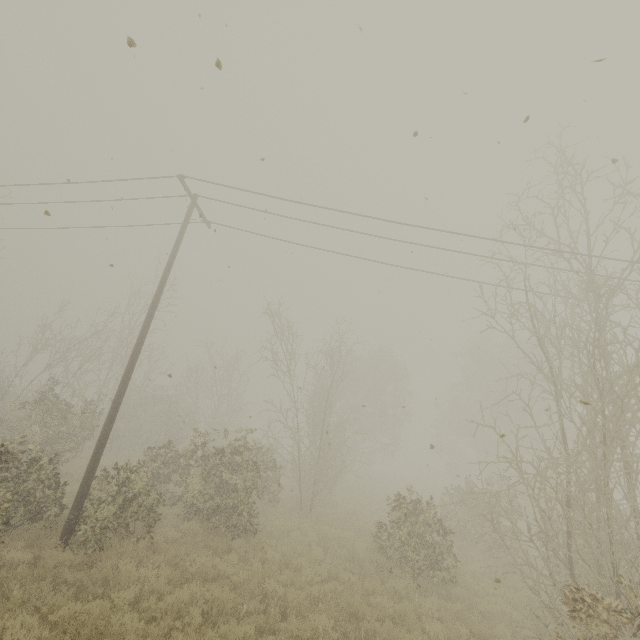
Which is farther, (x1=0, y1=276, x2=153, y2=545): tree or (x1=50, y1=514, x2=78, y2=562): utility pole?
(x1=0, y1=276, x2=153, y2=545): tree

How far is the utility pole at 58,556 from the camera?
7.7 meters

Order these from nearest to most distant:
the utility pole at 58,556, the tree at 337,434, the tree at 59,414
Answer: the tree at 337,434 → the utility pole at 58,556 → the tree at 59,414

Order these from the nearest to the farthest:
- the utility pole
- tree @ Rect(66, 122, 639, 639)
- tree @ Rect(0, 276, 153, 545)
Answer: tree @ Rect(66, 122, 639, 639)
the utility pole
tree @ Rect(0, 276, 153, 545)

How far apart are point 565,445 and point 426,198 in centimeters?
774cm

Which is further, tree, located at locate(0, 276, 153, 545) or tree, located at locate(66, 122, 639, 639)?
tree, located at locate(0, 276, 153, 545)

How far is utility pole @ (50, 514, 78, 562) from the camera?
7.73m
